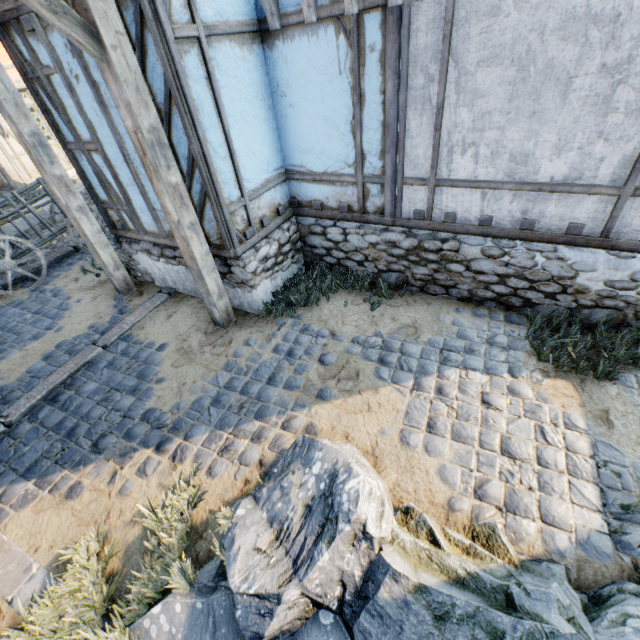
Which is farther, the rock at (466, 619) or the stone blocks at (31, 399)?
the stone blocks at (31, 399)

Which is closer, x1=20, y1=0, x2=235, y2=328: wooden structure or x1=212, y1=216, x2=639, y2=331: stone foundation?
x1=20, y1=0, x2=235, y2=328: wooden structure

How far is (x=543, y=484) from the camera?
2.9m

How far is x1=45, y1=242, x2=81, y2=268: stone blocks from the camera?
7.61m

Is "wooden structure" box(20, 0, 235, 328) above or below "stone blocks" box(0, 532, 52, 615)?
above

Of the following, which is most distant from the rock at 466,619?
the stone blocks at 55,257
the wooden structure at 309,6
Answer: the wooden structure at 309,6

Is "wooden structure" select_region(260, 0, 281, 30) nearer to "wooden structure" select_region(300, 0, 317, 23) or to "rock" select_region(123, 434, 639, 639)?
"wooden structure" select_region(300, 0, 317, 23)

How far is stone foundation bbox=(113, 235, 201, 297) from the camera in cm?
546
